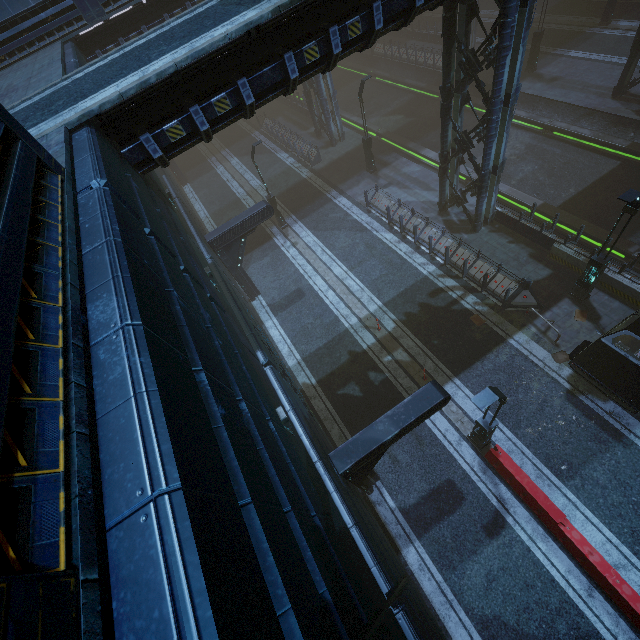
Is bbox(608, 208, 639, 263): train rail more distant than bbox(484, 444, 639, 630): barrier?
Yes

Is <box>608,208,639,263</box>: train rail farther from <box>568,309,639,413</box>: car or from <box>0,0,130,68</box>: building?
<box>568,309,639,413</box>: car

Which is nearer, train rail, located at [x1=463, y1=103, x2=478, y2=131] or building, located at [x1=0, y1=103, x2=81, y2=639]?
building, located at [x1=0, y1=103, x2=81, y2=639]

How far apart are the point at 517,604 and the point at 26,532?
13.0m

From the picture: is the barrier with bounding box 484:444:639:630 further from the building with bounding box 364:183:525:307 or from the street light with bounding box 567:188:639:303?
the street light with bounding box 567:188:639:303

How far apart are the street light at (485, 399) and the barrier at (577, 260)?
8.25m

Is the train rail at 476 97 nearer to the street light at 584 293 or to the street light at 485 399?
the street light at 584 293

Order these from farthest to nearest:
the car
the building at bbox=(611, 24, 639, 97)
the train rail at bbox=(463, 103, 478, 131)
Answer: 1. the train rail at bbox=(463, 103, 478, 131)
2. the building at bbox=(611, 24, 639, 97)
3. the car
